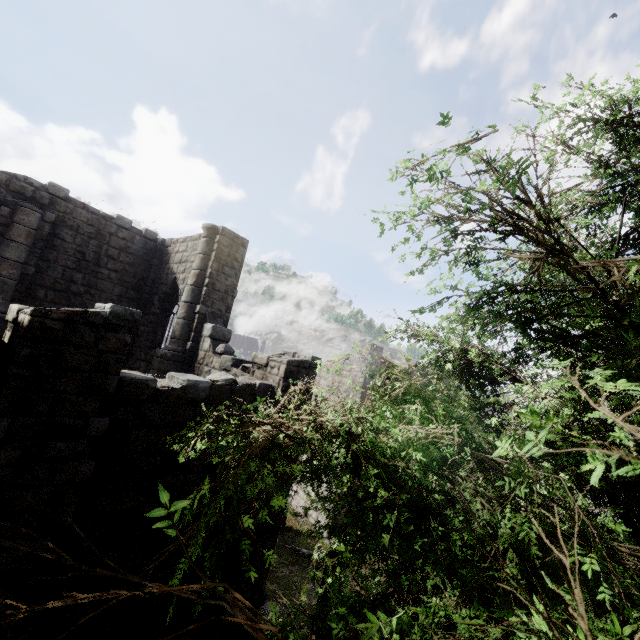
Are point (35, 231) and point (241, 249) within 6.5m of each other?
no

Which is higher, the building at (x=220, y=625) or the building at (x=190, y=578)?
the building at (x=190, y=578)

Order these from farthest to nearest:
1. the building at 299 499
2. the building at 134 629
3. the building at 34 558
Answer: the building at 299 499 < the building at 134 629 < the building at 34 558

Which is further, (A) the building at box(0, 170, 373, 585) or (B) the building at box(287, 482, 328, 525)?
(B) the building at box(287, 482, 328, 525)

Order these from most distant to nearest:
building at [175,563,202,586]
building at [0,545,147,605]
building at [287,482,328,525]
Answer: building at [287,482,328,525], building at [175,563,202,586], building at [0,545,147,605]

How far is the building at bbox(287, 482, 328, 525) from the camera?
20.5m

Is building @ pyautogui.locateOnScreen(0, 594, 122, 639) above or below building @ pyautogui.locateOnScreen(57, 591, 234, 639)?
above
